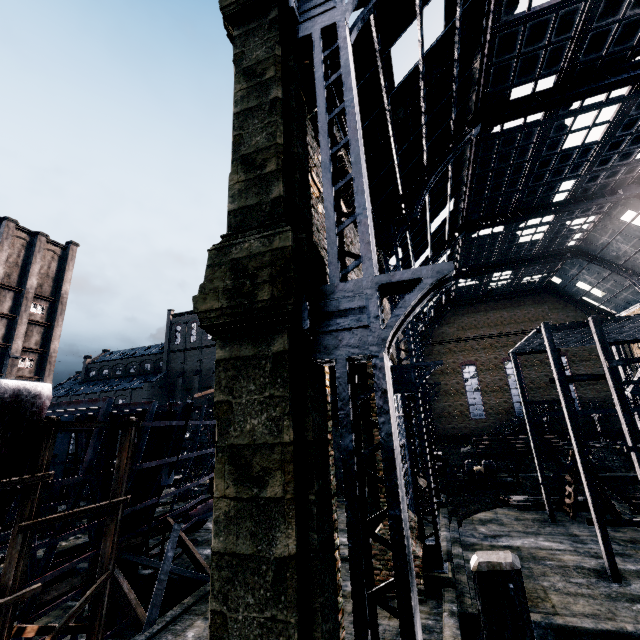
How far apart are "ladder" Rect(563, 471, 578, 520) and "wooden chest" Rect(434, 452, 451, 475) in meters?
11.9

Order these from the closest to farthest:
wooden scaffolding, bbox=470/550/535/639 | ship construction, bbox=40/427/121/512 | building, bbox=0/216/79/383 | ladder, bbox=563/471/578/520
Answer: wooden scaffolding, bbox=470/550/535/639, ship construction, bbox=40/427/121/512, ladder, bbox=563/471/578/520, building, bbox=0/216/79/383

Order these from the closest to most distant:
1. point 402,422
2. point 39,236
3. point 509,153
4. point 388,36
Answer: point 388,36, point 509,153, point 402,422, point 39,236

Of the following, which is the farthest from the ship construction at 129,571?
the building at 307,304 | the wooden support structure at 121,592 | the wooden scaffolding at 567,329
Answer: the building at 307,304

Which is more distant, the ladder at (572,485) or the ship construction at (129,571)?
the ladder at (572,485)

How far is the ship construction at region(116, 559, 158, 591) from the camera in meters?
14.6

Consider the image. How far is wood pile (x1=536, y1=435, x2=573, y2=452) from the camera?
36.31m

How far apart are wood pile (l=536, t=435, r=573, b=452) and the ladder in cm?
1596
